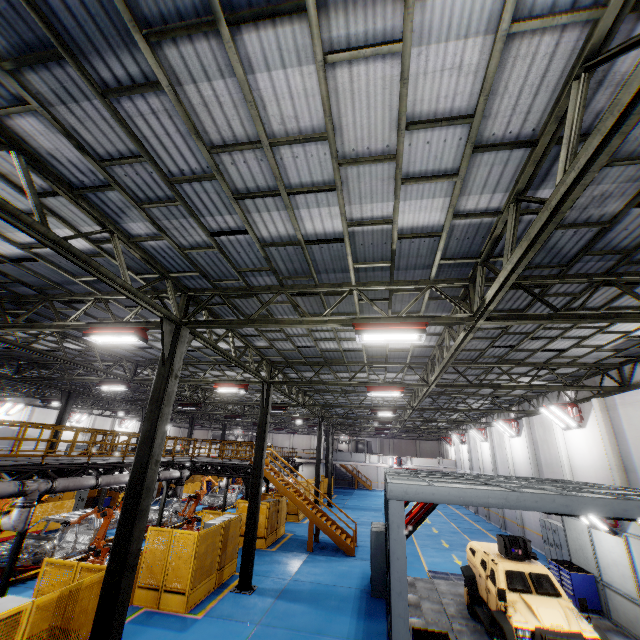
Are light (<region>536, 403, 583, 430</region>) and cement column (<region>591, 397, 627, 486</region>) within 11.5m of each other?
yes

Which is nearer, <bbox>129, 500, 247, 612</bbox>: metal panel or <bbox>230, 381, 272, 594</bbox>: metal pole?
<bbox>129, 500, 247, 612</bbox>: metal panel

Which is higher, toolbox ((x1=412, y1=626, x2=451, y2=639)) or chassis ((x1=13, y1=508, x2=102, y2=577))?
toolbox ((x1=412, y1=626, x2=451, y2=639))

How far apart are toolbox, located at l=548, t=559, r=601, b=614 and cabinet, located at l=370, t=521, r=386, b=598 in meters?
6.7 m

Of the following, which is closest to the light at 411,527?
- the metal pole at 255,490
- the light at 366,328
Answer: the light at 366,328

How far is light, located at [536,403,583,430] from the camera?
15.88m

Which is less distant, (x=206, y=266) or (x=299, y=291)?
(x=206, y=266)

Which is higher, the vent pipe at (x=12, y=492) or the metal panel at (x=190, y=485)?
the vent pipe at (x=12, y=492)
